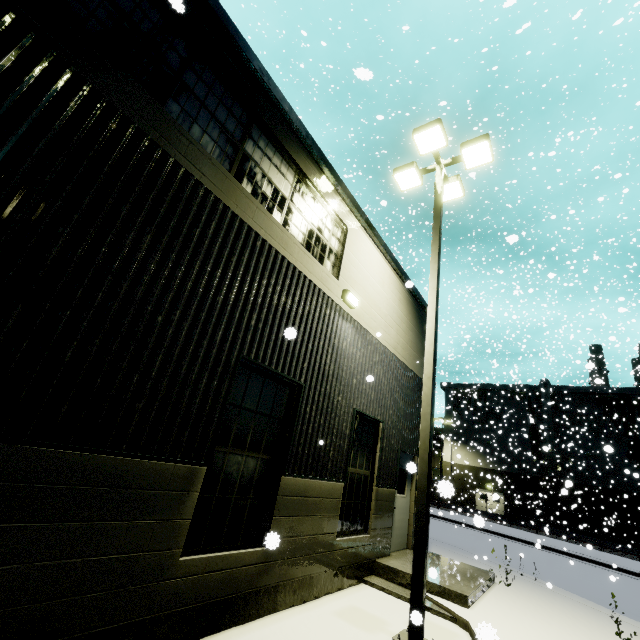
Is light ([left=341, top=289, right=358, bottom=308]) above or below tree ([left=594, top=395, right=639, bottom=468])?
below

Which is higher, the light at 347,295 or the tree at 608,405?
the tree at 608,405

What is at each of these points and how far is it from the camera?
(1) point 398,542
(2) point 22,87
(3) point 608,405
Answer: (1) door, 8.77m
(2) building, 2.93m
(3) tree, 36.62m

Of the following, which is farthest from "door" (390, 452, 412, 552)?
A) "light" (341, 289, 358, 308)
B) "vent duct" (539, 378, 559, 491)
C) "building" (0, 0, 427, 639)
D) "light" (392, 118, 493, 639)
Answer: "vent duct" (539, 378, 559, 491)

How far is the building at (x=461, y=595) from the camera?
6.27m

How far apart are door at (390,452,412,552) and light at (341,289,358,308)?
4.4m

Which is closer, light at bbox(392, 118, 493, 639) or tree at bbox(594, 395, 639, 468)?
light at bbox(392, 118, 493, 639)

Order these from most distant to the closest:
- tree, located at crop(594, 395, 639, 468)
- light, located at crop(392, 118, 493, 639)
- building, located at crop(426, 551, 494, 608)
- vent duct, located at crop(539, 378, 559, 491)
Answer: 1. vent duct, located at crop(539, 378, 559, 491)
2. tree, located at crop(594, 395, 639, 468)
3. building, located at crop(426, 551, 494, 608)
4. light, located at crop(392, 118, 493, 639)
